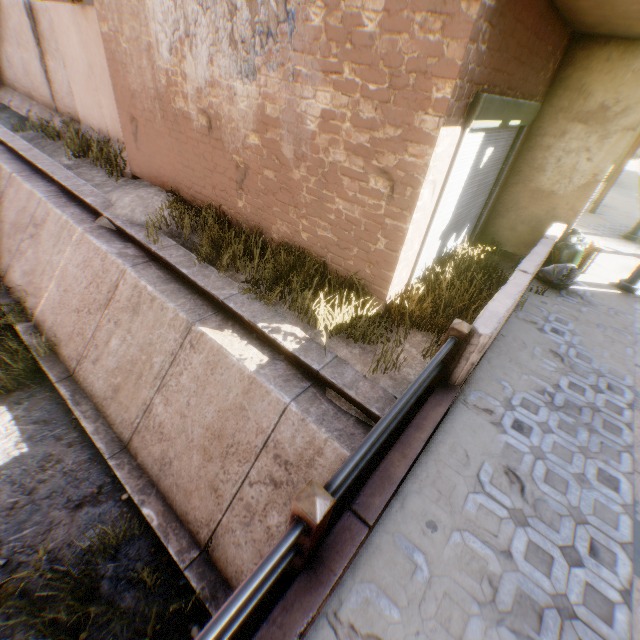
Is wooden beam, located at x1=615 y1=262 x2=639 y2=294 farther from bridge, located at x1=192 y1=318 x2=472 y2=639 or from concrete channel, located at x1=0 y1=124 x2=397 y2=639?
bridge, located at x1=192 y1=318 x2=472 y2=639

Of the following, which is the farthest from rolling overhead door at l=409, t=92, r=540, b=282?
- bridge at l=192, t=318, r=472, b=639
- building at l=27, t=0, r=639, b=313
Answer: bridge at l=192, t=318, r=472, b=639

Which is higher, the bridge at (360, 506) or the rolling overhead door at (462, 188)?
the rolling overhead door at (462, 188)

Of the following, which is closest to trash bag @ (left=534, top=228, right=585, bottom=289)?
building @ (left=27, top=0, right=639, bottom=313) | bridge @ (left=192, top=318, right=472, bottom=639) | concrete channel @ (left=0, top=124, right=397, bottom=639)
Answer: building @ (left=27, top=0, right=639, bottom=313)

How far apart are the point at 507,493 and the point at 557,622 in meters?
0.9

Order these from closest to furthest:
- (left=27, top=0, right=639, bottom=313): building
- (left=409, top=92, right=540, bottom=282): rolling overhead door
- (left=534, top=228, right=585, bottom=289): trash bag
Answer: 1. (left=27, top=0, right=639, bottom=313): building
2. (left=409, top=92, right=540, bottom=282): rolling overhead door
3. (left=534, top=228, right=585, bottom=289): trash bag

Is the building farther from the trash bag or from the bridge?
the bridge

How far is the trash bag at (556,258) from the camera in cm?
617
